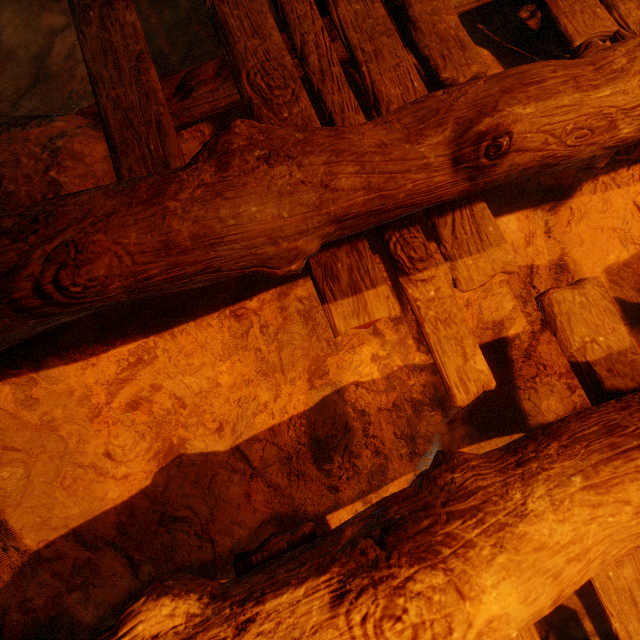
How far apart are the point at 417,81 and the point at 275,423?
1.6 meters
